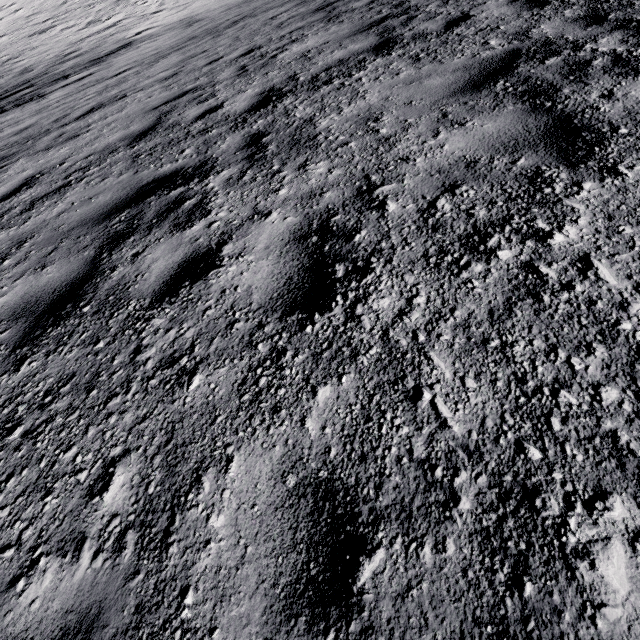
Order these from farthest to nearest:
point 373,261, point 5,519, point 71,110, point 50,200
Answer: point 71,110
point 50,200
point 373,261
point 5,519
